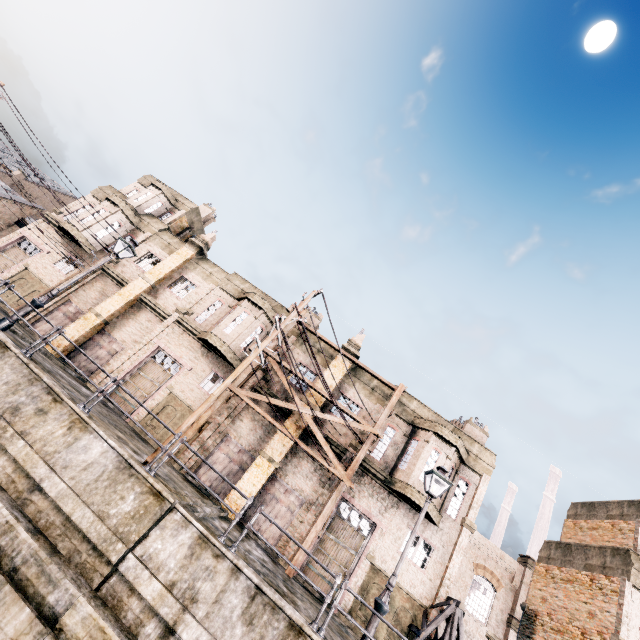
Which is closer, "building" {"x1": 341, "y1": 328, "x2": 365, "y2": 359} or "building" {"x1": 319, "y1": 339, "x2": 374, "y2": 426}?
"building" {"x1": 319, "y1": 339, "x2": 374, "y2": 426}

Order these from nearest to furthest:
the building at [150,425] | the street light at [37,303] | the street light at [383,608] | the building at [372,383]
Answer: the street light at [383,608] < the street light at [37,303] < the building at [150,425] < the building at [372,383]

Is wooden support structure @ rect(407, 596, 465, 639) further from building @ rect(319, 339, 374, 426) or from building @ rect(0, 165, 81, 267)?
building @ rect(0, 165, 81, 267)

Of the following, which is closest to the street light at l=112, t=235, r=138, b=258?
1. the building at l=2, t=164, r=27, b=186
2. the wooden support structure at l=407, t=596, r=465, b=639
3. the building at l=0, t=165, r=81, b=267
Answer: the wooden support structure at l=407, t=596, r=465, b=639

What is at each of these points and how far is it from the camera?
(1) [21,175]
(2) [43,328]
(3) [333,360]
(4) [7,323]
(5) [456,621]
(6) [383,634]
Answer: (1) building, 58.78m
(2) building, 21.86m
(3) building, 22.61m
(4) street light, 11.57m
(5) wooden support structure, 15.27m
(6) building, 15.98m

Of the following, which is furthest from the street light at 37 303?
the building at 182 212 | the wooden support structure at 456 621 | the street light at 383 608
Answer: the wooden support structure at 456 621

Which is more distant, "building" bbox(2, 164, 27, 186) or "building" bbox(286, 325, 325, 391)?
"building" bbox(2, 164, 27, 186)

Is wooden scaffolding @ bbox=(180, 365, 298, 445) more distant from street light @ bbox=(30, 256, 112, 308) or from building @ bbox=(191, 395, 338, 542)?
street light @ bbox=(30, 256, 112, 308)
